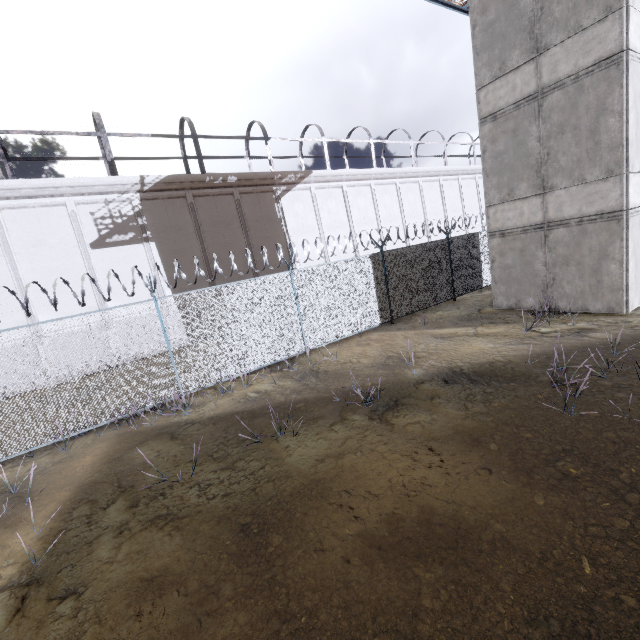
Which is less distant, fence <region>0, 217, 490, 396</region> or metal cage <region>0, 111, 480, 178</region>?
fence <region>0, 217, 490, 396</region>

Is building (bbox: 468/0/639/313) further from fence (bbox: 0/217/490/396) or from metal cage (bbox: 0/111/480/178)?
metal cage (bbox: 0/111/480/178)

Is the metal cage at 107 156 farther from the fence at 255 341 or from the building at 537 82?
the building at 537 82

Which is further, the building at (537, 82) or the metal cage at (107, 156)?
the metal cage at (107, 156)

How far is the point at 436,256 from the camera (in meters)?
13.92

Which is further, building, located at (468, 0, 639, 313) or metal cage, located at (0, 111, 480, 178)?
metal cage, located at (0, 111, 480, 178)
